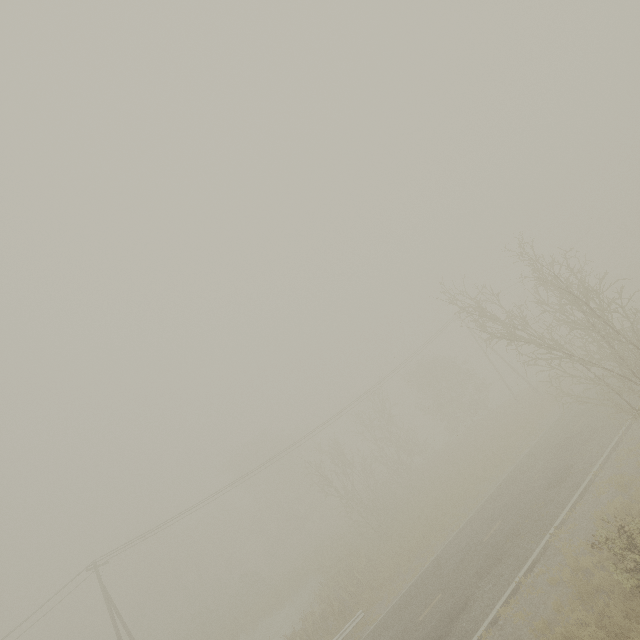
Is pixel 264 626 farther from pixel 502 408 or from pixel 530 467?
pixel 502 408
